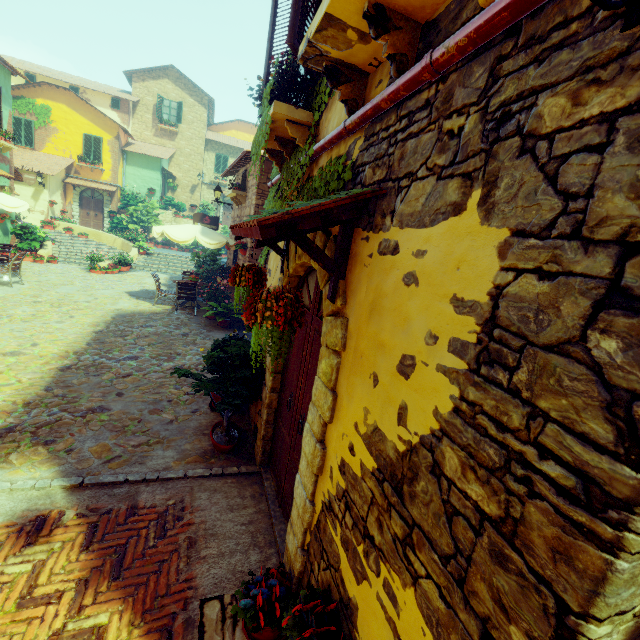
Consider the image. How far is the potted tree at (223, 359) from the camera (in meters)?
4.35

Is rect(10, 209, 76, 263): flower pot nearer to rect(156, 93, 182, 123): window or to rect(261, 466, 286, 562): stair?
rect(156, 93, 182, 123): window

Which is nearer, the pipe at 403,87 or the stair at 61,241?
the pipe at 403,87

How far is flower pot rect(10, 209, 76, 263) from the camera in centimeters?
1393cm

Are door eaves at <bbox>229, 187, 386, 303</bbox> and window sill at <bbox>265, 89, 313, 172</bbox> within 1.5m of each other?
yes

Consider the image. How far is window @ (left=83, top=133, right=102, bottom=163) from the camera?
21.52m

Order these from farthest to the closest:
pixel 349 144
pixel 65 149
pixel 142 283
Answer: pixel 65 149
pixel 142 283
pixel 349 144

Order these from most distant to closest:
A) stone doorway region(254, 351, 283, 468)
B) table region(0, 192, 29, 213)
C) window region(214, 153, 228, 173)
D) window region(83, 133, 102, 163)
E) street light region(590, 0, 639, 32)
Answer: window region(214, 153, 228, 173), window region(83, 133, 102, 163), table region(0, 192, 29, 213), stone doorway region(254, 351, 283, 468), street light region(590, 0, 639, 32)
